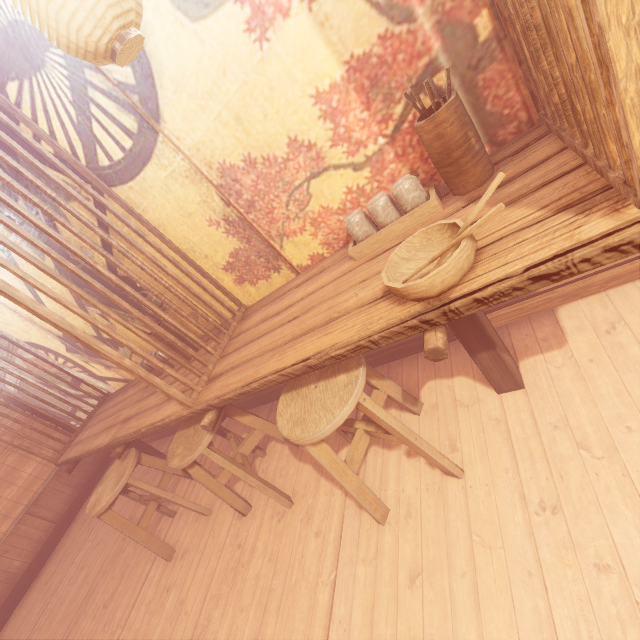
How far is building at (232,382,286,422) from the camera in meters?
5.2

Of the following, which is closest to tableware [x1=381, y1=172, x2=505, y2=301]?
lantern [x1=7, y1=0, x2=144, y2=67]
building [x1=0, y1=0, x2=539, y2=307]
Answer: building [x1=0, y1=0, x2=539, y2=307]

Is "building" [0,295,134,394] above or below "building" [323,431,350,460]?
above

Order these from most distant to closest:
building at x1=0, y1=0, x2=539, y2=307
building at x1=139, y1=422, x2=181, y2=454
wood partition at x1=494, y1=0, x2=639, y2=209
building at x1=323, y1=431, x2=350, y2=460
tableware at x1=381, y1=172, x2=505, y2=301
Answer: building at x1=139, y1=422, x2=181, y2=454 < building at x1=323, y1=431, x2=350, y2=460 < building at x1=0, y1=0, x2=539, y2=307 < tableware at x1=381, y1=172, x2=505, y2=301 < wood partition at x1=494, y1=0, x2=639, y2=209

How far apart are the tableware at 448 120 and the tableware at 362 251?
0.1 meters

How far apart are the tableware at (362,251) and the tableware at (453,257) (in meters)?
0.51

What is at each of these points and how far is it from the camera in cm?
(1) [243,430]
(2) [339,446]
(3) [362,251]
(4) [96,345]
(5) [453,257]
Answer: (1) building, 550
(2) building, 379
(3) tableware, 274
(4) wood partition, 271
(5) tableware, 158
